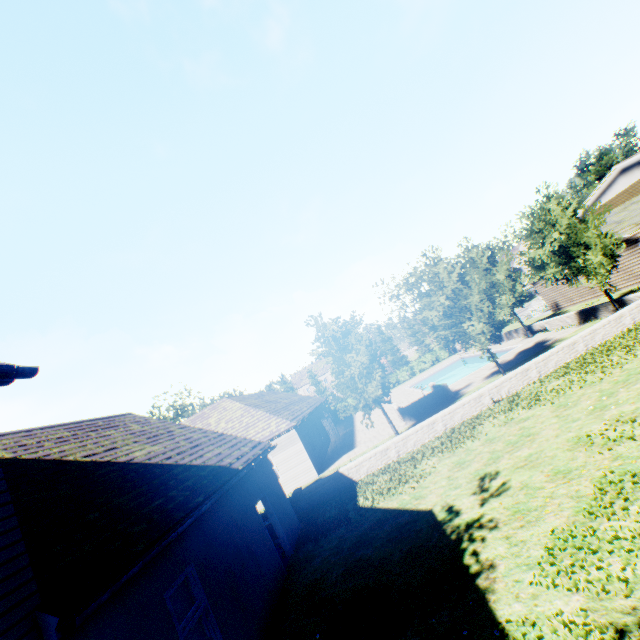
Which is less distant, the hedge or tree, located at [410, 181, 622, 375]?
tree, located at [410, 181, 622, 375]

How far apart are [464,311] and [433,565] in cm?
1281

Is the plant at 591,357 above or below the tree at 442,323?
below

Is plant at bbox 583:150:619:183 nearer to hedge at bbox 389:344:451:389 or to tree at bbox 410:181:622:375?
tree at bbox 410:181:622:375

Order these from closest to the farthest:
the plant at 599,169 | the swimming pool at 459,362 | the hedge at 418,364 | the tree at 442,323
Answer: the tree at 442,323, the swimming pool at 459,362, the plant at 599,169, the hedge at 418,364

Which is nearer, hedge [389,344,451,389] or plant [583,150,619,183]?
plant [583,150,619,183]

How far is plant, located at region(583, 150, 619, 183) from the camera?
43.22m

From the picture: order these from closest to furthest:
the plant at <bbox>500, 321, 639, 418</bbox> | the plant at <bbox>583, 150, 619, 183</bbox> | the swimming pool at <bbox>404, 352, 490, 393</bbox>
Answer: the plant at <bbox>500, 321, 639, 418</bbox>
the swimming pool at <bbox>404, 352, 490, 393</bbox>
the plant at <bbox>583, 150, 619, 183</bbox>
